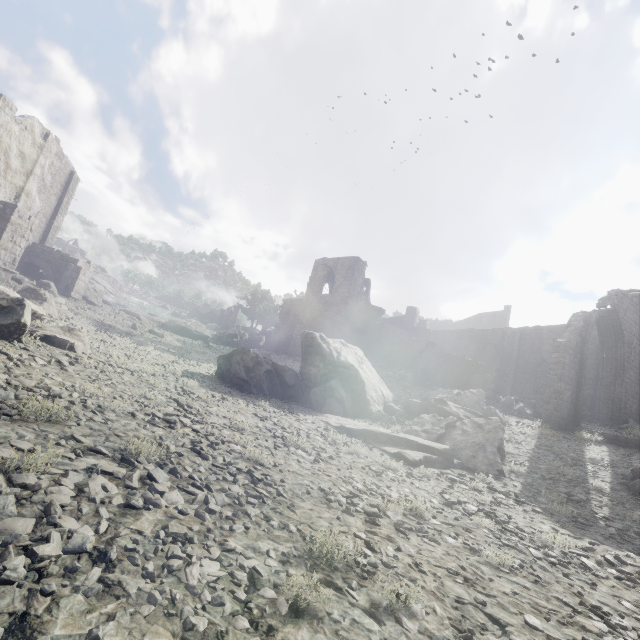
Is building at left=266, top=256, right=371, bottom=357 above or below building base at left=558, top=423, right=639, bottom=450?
above

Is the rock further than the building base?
Yes

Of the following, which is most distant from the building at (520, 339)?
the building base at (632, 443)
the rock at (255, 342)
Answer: the building base at (632, 443)

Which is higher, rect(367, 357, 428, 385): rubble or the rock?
the rock

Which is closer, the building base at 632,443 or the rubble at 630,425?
the building base at 632,443

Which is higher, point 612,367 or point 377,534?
point 612,367

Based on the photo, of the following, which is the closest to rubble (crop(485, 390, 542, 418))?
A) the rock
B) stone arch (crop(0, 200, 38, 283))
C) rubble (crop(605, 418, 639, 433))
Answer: rubble (crop(605, 418, 639, 433))

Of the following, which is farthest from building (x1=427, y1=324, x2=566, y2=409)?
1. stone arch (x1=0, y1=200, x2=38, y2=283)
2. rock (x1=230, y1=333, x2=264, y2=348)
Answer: rock (x1=230, y1=333, x2=264, y2=348)
